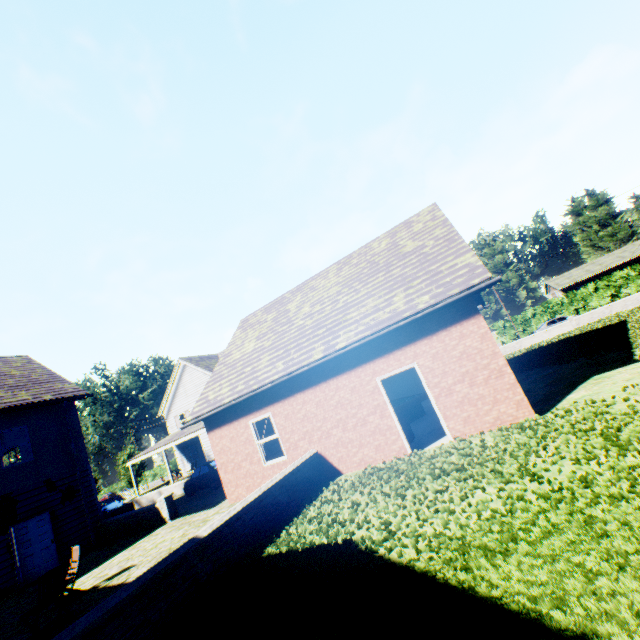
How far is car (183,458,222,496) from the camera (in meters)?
19.17

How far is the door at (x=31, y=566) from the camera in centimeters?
1243cm

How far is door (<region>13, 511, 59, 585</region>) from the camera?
12.4m

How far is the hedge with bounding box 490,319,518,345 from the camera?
45.00m

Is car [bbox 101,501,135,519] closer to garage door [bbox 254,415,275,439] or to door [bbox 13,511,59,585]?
garage door [bbox 254,415,275,439]

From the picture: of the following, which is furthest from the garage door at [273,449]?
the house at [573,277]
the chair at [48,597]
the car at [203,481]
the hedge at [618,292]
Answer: the house at [573,277]

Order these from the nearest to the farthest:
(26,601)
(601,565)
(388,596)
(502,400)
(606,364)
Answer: (601,565)
(388,596)
(502,400)
(606,364)
(26,601)

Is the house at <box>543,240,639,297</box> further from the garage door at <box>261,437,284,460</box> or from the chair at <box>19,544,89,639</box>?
the chair at <box>19,544,89,639</box>
